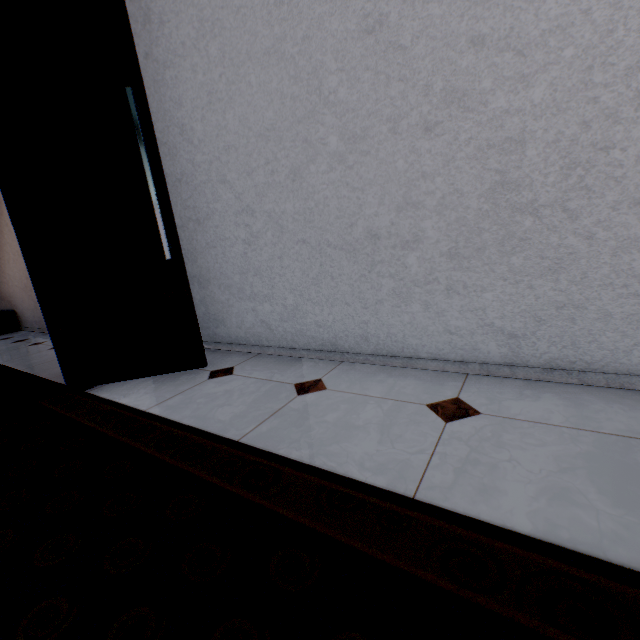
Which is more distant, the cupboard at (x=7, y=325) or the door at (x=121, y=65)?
A: the cupboard at (x=7, y=325)

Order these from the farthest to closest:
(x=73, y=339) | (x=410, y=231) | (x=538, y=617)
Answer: (x=73, y=339) → (x=410, y=231) → (x=538, y=617)

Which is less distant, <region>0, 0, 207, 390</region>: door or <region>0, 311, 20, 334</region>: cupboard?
<region>0, 0, 207, 390</region>: door
